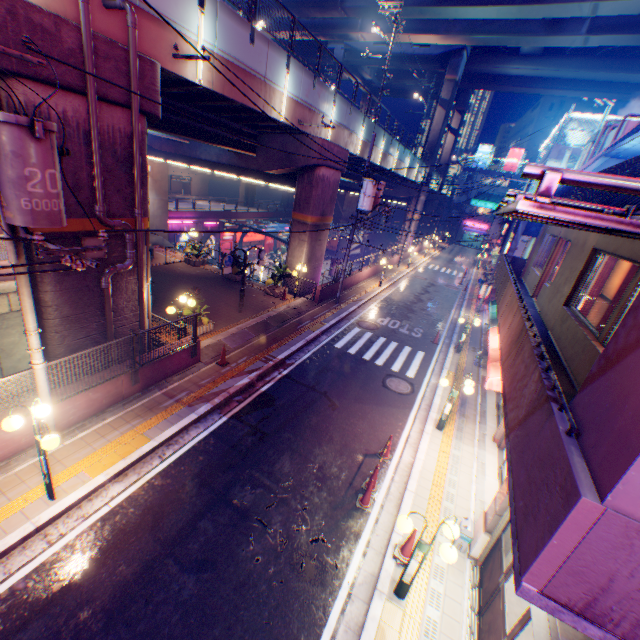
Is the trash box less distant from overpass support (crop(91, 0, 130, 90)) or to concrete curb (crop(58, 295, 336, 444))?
concrete curb (crop(58, 295, 336, 444))

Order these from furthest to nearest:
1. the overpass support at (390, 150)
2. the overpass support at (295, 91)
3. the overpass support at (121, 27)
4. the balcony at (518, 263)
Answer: the overpass support at (390, 150)
the balcony at (518, 263)
the overpass support at (295, 91)
the overpass support at (121, 27)

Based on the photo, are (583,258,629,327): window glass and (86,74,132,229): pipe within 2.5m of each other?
no

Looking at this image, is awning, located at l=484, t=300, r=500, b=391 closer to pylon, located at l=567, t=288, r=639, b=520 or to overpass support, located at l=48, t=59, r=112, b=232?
pylon, located at l=567, t=288, r=639, b=520

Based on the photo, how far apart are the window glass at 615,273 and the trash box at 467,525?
5.08m

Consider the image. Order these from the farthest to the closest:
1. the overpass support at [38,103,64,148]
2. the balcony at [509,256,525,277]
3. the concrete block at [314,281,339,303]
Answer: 1. the concrete block at [314,281,339,303]
2. the balcony at [509,256,525,277]
3. the overpass support at [38,103,64,148]

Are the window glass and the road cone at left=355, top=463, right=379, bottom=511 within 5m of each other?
no

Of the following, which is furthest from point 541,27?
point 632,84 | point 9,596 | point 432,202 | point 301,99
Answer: point 9,596
